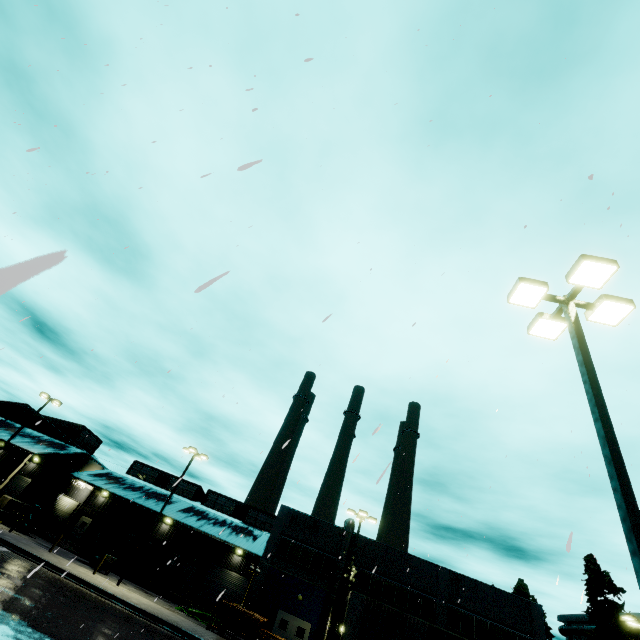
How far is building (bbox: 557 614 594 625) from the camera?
45.97m

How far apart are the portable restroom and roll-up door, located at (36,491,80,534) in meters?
11.8

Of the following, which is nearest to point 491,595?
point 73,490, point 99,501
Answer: point 99,501

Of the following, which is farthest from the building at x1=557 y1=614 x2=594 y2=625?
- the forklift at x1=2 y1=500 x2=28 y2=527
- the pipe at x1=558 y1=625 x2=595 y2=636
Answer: the forklift at x1=2 y1=500 x2=28 y2=527

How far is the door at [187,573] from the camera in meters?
34.2 m

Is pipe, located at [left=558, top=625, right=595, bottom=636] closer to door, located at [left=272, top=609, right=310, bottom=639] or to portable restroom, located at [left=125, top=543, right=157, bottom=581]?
door, located at [left=272, top=609, right=310, bottom=639]

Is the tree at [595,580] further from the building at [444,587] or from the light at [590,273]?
the light at [590,273]

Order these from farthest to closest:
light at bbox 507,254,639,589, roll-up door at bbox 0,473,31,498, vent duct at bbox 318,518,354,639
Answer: roll-up door at bbox 0,473,31,498
vent duct at bbox 318,518,354,639
light at bbox 507,254,639,589
